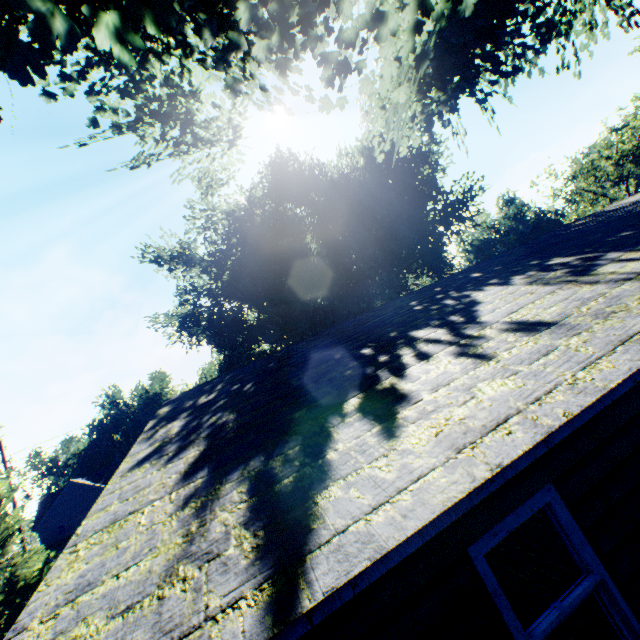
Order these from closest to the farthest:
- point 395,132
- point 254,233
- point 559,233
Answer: point 395,132 → point 559,233 → point 254,233

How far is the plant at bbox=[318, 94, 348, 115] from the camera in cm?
546

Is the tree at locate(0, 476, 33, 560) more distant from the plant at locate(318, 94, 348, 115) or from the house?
the house

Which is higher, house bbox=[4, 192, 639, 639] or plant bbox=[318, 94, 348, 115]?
plant bbox=[318, 94, 348, 115]

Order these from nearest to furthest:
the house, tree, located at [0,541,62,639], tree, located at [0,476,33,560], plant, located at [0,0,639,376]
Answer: the house
plant, located at [0,0,639,376]
tree, located at [0,541,62,639]
tree, located at [0,476,33,560]

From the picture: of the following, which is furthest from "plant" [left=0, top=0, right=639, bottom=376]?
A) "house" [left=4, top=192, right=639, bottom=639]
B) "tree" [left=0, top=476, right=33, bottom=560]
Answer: "house" [left=4, top=192, right=639, bottom=639]

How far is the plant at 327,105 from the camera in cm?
546

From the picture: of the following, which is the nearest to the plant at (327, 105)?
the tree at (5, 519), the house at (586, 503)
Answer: the tree at (5, 519)
